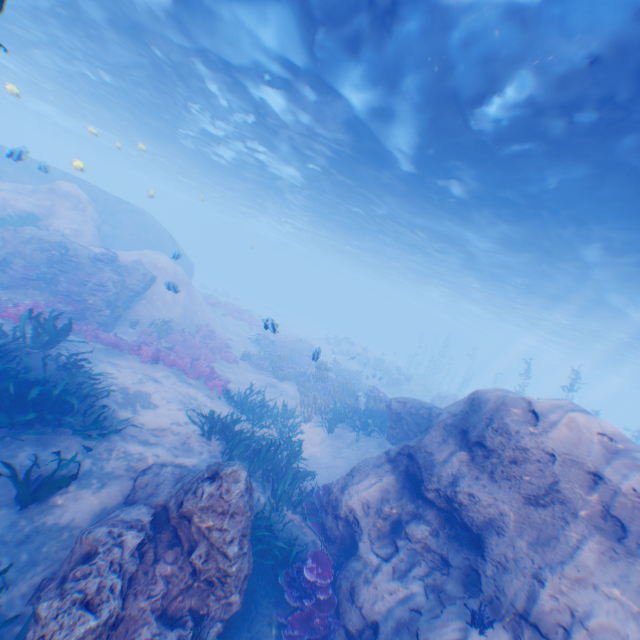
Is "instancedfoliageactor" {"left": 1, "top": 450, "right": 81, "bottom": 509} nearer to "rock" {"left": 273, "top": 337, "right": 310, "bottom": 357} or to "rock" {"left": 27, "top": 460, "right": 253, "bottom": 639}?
"rock" {"left": 27, "top": 460, "right": 253, "bottom": 639}

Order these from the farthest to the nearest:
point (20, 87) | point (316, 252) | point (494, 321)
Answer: point (316, 252), point (494, 321), point (20, 87)

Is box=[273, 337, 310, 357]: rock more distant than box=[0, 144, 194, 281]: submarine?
Yes

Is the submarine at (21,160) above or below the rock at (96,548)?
A: above

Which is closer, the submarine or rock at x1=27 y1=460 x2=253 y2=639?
rock at x1=27 y1=460 x2=253 y2=639

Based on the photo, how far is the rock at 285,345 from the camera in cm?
2550

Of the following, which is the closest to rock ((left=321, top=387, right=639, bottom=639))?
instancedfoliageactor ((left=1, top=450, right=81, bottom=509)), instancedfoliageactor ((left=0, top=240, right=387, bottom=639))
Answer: instancedfoliageactor ((left=0, top=240, right=387, bottom=639))

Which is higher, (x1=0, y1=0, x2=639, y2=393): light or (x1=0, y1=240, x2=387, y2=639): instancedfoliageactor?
(x1=0, y1=0, x2=639, y2=393): light
